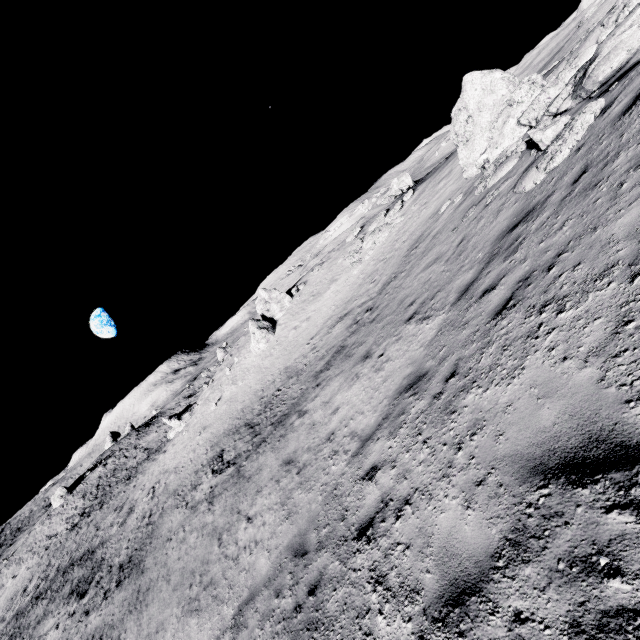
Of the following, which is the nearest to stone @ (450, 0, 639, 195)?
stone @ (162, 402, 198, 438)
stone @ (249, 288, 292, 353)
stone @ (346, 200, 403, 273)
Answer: → stone @ (346, 200, 403, 273)

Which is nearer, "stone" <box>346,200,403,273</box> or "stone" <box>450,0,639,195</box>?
"stone" <box>450,0,639,195</box>

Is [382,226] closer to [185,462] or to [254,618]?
[254,618]

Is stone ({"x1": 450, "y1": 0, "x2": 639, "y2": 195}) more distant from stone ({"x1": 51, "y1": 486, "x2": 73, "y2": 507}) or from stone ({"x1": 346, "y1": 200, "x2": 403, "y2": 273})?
stone ({"x1": 51, "y1": 486, "x2": 73, "y2": 507})

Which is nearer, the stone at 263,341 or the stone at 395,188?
Answer: the stone at 263,341

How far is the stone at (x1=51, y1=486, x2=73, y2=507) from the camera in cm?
4869

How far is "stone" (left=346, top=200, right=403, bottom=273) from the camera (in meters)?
22.37

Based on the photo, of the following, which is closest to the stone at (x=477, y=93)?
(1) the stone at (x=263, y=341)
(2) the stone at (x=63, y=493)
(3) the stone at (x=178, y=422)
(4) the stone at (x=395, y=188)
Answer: (1) the stone at (x=263, y=341)
